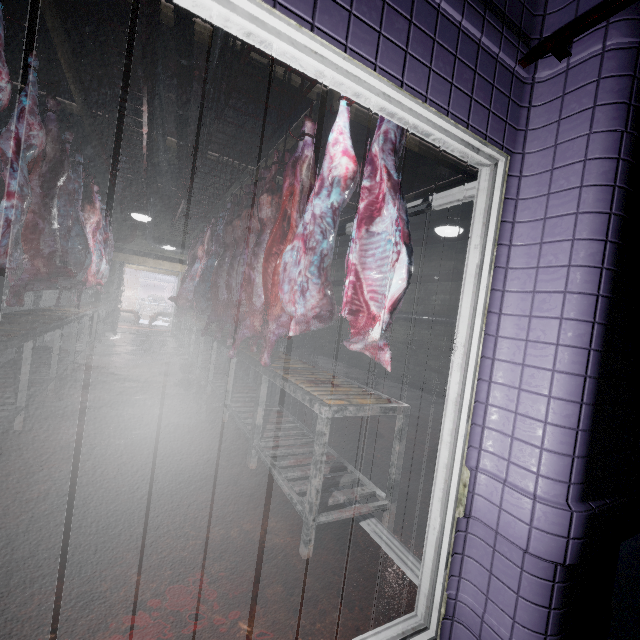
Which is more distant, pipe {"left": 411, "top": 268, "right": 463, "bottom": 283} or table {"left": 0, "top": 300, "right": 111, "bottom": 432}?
pipe {"left": 411, "top": 268, "right": 463, "bottom": 283}

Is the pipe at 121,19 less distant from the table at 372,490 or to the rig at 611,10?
the rig at 611,10

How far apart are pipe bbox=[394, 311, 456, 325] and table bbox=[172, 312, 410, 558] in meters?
3.2 m

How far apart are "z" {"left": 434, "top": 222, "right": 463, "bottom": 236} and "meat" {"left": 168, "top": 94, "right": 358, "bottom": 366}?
1.8 meters

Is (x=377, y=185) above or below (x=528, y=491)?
above

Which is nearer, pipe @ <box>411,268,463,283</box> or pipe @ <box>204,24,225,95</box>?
pipe @ <box>204,24,225,95</box>

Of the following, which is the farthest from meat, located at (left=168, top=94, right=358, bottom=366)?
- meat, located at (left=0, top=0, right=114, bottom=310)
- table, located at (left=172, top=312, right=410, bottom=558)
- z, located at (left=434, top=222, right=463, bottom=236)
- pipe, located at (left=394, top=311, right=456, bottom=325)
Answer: pipe, located at (left=394, top=311, right=456, bottom=325)

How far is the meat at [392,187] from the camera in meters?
1.5 m
